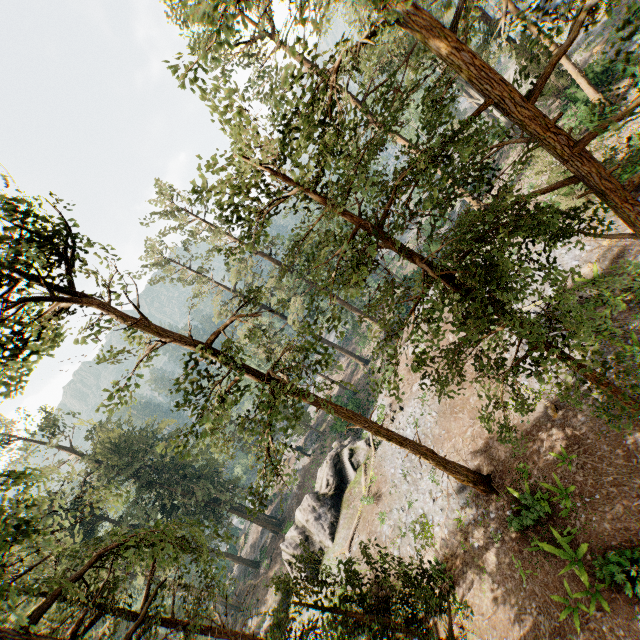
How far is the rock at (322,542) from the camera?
25.3 meters

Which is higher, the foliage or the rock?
the foliage

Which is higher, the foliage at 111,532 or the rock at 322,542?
the foliage at 111,532

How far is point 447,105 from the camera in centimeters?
965cm

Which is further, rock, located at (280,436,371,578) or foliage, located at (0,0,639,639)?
rock, located at (280,436,371,578)

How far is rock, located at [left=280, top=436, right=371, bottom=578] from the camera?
25.31m
